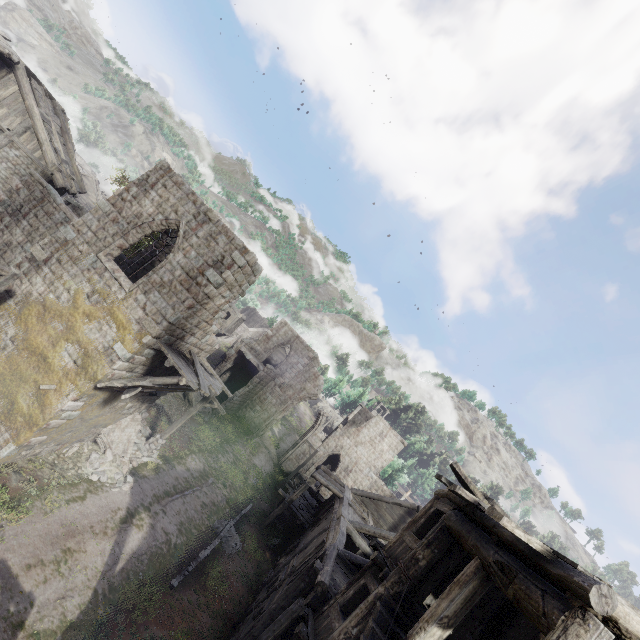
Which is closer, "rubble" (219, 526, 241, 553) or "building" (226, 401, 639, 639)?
"building" (226, 401, 639, 639)

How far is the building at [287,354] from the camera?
30.56m

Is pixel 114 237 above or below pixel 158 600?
Answer: above

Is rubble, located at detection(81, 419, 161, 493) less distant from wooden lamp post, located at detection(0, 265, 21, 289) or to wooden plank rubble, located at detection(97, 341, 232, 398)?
wooden plank rubble, located at detection(97, 341, 232, 398)

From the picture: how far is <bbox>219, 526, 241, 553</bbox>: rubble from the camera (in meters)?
17.00

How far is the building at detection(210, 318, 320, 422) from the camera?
30.6 meters

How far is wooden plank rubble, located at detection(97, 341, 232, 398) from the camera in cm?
1160

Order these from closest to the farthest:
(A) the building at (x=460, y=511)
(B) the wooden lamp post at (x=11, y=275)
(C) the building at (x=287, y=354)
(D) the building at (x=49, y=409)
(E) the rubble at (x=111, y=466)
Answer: (A) the building at (x=460, y=511) < (B) the wooden lamp post at (x=11, y=275) < (D) the building at (x=49, y=409) < (E) the rubble at (x=111, y=466) < (C) the building at (x=287, y=354)
